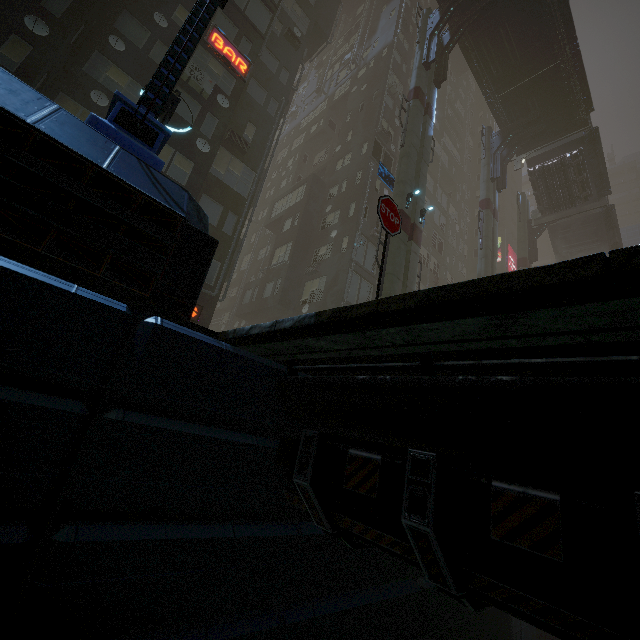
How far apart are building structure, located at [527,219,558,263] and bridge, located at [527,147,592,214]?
2.0 meters

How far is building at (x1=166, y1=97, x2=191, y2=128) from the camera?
13.9m

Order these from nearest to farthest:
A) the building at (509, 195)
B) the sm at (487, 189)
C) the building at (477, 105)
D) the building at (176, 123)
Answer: the building at (176, 123) → the sm at (487, 189) → the building at (477, 105) → the building at (509, 195)

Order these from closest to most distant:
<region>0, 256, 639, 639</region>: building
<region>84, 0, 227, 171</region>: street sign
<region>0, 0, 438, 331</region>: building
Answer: <region>0, 256, 639, 639</region>: building
<region>0, 0, 438, 331</region>: building
<region>84, 0, 227, 171</region>: street sign

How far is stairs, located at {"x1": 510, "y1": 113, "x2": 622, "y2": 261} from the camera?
26.6m

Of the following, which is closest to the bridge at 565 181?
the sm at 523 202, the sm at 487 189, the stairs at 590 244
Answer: the stairs at 590 244

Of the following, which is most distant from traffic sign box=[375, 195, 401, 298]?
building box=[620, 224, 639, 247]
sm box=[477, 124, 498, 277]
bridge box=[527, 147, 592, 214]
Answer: building box=[620, 224, 639, 247]

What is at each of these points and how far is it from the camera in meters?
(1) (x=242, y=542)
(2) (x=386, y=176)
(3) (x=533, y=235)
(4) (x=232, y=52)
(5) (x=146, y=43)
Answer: (1) building, 3.5 m
(2) sign, 17.4 m
(3) building structure, 31.7 m
(4) sign, 16.5 m
(5) building, 15.1 m
